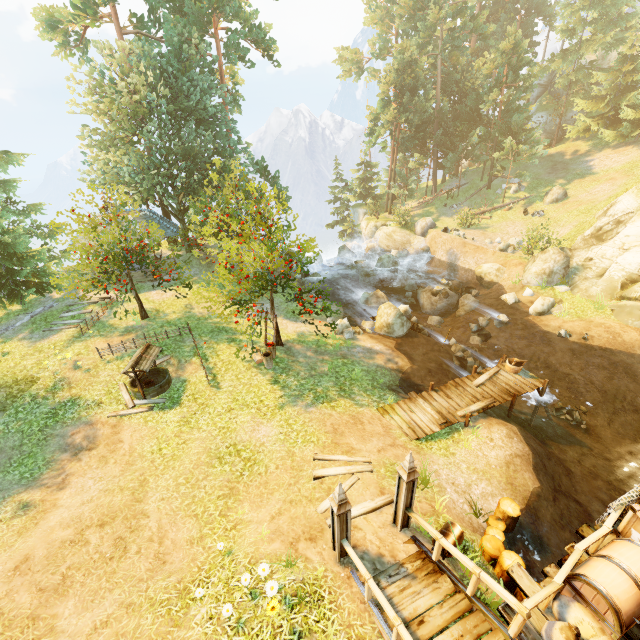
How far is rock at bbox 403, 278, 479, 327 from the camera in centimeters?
2267cm

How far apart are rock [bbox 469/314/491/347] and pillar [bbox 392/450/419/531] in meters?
14.0 m

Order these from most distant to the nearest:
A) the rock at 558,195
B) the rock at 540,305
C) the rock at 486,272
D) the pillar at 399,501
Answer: the rock at 558,195 → the rock at 486,272 → the rock at 540,305 → the pillar at 399,501

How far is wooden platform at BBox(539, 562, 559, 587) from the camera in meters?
5.7

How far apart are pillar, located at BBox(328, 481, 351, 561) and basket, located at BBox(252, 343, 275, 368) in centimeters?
792cm

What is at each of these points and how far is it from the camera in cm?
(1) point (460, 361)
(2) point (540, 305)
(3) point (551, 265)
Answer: (1) rock, 1667
(2) rock, 1912
(3) rock, 2083

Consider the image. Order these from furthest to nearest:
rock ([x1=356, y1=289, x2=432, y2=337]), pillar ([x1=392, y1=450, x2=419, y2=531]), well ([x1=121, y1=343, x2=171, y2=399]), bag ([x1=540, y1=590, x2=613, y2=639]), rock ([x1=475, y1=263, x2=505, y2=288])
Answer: rock ([x1=475, y1=263, x2=505, y2=288]) → rock ([x1=356, y1=289, x2=432, y2=337]) → well ([x1=121, y1=343, x2=171, y2=399]) → pillar ([x1=392, y1=450, x2=419, y2=531]) → bag ([x1=540, y1=590, x2=613, y2=639])

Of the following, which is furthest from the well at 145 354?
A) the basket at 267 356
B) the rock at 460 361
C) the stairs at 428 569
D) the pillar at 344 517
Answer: the rock at 460 361
